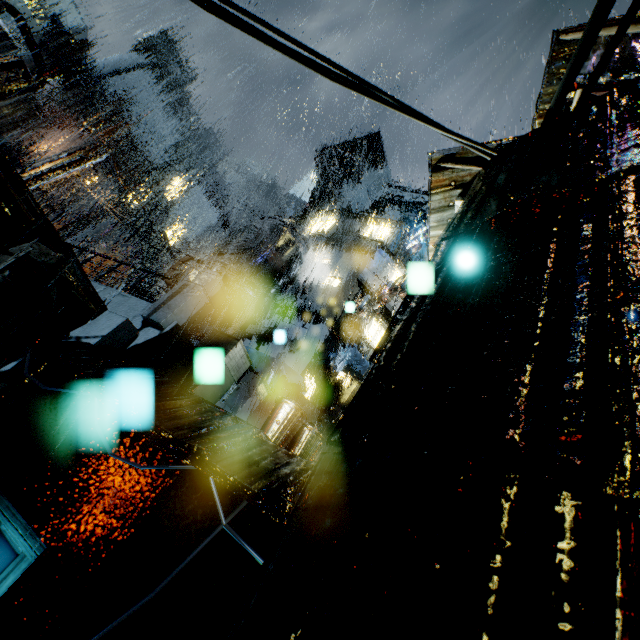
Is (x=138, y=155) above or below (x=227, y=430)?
above

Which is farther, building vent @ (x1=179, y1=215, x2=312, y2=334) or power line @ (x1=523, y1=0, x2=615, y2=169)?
building vent @ (x1=179, y1=215, x2=312, y2=334)

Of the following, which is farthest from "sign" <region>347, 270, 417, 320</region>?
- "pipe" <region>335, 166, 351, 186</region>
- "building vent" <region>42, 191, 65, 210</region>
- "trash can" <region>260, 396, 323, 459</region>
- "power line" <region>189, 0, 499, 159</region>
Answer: "building vent" <region>42, 191, 65, 210</region>

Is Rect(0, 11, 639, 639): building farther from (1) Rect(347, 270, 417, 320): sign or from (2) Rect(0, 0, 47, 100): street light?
(2) Rect(0, 0, 47, 100): street light

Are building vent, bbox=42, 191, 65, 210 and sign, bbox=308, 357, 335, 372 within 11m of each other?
no

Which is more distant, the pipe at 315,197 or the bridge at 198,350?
the pipe at 315,197

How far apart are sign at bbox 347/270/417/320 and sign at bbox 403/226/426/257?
7.4 meters

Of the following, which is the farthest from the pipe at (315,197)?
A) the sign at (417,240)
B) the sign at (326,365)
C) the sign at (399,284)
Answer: the sign at (326,365)
